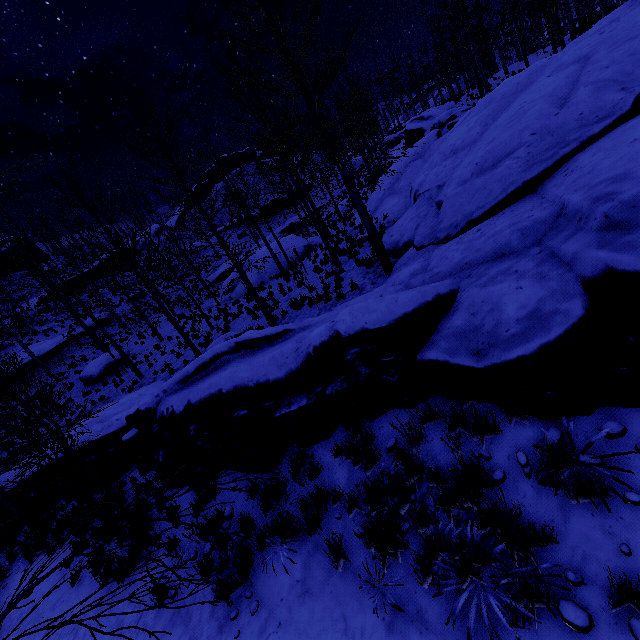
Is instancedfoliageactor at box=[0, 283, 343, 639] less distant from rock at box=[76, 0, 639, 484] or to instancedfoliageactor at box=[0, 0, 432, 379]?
rock at box=[76, 0, 639, 484]

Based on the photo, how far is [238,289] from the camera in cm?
2409

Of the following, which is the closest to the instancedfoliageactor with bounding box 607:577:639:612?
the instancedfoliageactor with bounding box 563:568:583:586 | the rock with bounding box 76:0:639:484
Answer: the instancedfoliageactor with bounding box 563:568:583:586

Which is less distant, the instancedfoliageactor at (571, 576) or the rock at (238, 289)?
the instancedfoliageactor at (571, 576)

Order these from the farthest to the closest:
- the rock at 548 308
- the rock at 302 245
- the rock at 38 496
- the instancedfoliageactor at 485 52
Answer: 1. the rock at 302 245
2. the instancedfoliageactor at 485 52
3. the rock at 38 496
4. the rock at 548 308

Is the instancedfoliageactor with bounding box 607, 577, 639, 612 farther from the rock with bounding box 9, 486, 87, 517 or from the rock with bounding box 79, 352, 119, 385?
the rock with bounding box 79, 352, 119, 385

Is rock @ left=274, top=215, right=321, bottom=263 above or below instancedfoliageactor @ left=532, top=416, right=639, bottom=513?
above

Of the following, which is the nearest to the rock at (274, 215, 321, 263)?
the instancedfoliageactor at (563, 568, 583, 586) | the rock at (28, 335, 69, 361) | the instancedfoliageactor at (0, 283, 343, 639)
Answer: the instancedfoliageactor at (0, 283, 343, 639)
